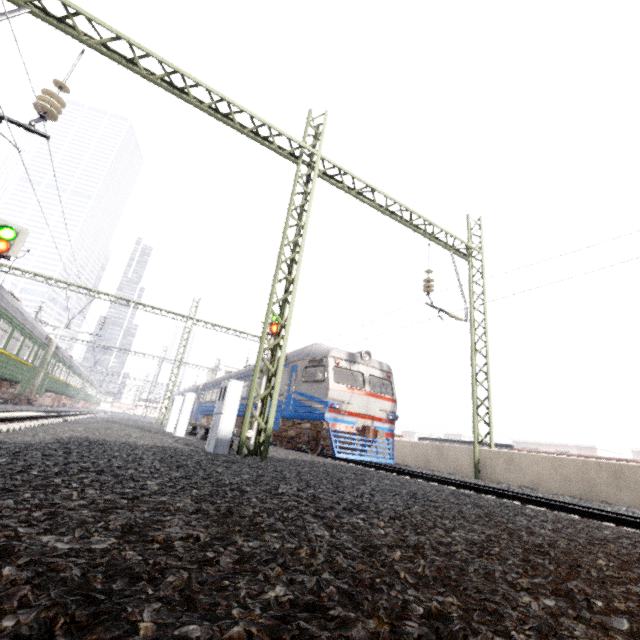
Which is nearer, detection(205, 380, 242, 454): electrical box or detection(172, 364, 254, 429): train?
detection(205, 380, 242, 454): electrical box

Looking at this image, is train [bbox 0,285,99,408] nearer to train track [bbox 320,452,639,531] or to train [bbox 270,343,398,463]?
train [bbox 270,343,398,463]

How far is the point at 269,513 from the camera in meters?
2.2

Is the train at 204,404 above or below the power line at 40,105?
below

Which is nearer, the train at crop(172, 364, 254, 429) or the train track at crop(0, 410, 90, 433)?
the train track at crop(0, 410, 90, 433)

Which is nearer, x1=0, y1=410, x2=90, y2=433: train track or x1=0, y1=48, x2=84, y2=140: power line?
x1=0, y1=48, x2=84, y2=140: power line

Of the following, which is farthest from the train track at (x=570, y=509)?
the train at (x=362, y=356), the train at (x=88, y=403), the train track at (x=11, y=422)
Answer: the train at (x=88, y=403)

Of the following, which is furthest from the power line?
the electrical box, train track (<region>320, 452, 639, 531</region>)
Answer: train track (<region>320, 452, 639, 531</region>)
